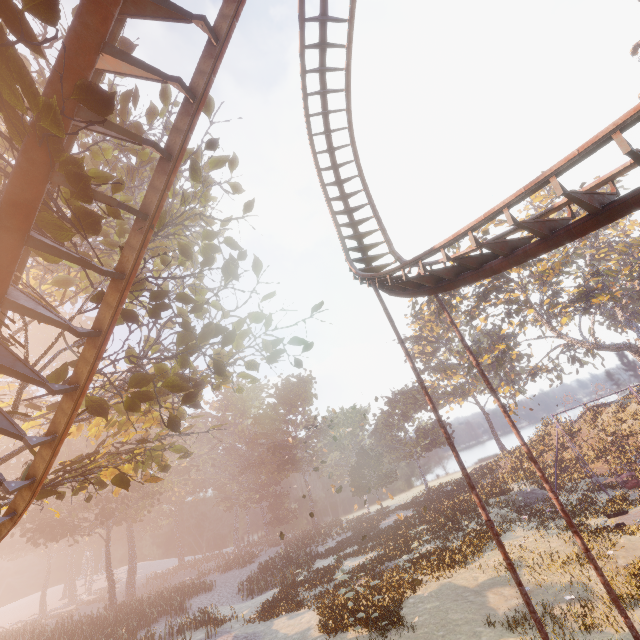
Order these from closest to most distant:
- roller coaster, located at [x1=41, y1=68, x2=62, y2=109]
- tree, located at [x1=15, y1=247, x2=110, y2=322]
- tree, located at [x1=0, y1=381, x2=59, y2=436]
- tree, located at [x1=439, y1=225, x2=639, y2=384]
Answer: roller coaster, located at [x1=41, y1=68, x2=62, y2=109] < tree, located at [x1=15, y1=247, x2=110, y2=322] < tree, located at [x1=0, y1=381, x2=59, y2=436] < tree, located at [x1=439, y1=225, x2=639, y2=384]

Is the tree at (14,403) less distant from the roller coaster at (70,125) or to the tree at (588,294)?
the roller coaster at (70,125)

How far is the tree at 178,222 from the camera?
5.9 meters

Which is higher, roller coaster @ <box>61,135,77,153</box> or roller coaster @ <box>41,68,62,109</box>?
roller coaster @ <box>61,135,77,153</box>

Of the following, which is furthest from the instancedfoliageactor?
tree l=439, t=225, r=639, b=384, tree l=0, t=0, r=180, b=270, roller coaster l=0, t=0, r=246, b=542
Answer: tree l=439, t=225, r=639, b=384

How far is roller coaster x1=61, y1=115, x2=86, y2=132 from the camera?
4.1m

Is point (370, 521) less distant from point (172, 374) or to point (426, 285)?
point (426, 285)
